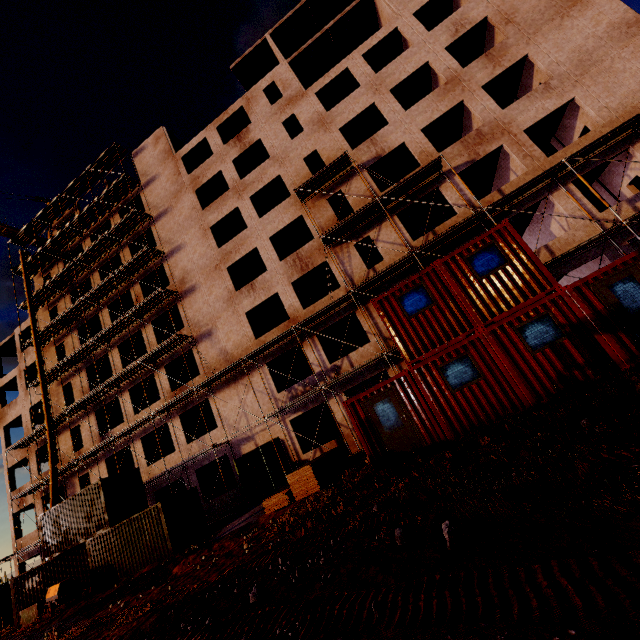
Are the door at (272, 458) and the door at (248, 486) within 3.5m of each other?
yes

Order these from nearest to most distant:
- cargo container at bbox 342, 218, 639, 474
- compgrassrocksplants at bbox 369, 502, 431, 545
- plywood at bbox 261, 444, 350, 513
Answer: compgrassrocksplants at bbox 369, 502, 431, 545
cargo container at bbox 342, 218, 639, 474
plywood at bbox 261, 444, 350, 513

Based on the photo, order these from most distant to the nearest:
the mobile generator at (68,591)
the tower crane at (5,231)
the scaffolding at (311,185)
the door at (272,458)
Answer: the tower crane at (5,231), the door at (272,458), the scaffolding at (311,185), the mobile generator at (68,591)

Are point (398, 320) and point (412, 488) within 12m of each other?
yes

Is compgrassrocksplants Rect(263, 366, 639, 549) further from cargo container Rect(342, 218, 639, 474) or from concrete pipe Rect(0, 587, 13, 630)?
concrete pipe Rect(0, 587, 13, 630)

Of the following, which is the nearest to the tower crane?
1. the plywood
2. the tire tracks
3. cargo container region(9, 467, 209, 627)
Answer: cargo container region(9, 467, 209, 627)

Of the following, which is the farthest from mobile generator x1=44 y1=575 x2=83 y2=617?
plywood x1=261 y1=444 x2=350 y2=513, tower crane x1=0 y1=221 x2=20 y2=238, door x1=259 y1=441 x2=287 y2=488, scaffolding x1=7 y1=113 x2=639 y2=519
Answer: tower crane x1=0 y1=221 x2=20 y2=238

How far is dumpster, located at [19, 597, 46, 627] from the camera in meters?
16.7 m
